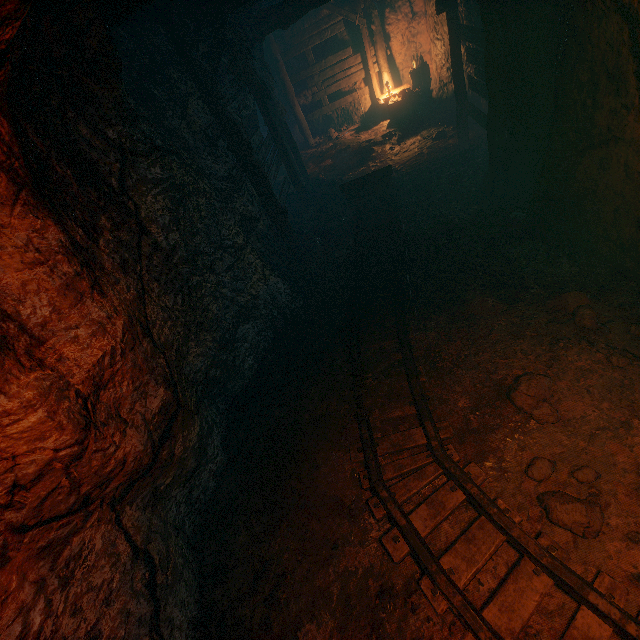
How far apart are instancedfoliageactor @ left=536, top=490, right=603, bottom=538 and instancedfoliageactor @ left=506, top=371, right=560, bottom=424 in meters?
0.4

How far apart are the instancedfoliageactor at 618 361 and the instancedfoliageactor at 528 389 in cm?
62

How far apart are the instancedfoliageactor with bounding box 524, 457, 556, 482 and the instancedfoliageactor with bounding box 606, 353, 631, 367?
1.21m

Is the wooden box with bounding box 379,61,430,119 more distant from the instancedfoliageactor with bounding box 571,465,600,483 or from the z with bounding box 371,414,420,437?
the instancedfoliageactor with bounding box 571,465,600,483

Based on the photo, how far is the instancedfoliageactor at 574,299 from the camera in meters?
3.6

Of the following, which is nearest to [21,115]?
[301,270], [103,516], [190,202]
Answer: [190,202]

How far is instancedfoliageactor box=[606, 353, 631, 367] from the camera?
3.25m

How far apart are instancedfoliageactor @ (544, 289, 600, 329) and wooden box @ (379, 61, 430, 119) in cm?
945
